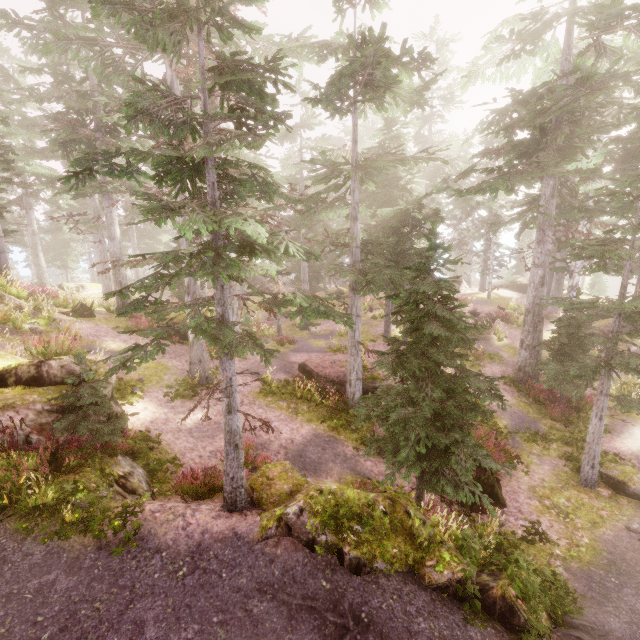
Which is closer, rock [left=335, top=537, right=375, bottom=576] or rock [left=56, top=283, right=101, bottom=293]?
rock [left=335, top=537, right=375, bottom=576]

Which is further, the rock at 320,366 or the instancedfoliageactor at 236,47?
the rock at 320,366

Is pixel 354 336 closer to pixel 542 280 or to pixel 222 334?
pixel 222 334

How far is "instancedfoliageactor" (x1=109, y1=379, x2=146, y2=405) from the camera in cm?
1184

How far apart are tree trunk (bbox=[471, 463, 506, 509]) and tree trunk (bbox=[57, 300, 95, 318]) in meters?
19.8 m

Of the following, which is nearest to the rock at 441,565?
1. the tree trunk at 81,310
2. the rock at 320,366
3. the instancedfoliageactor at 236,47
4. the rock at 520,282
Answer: the instancedfoliageactor at 236,47

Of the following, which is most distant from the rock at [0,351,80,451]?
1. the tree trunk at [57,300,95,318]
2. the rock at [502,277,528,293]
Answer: the rock at [502,277,528,293]
